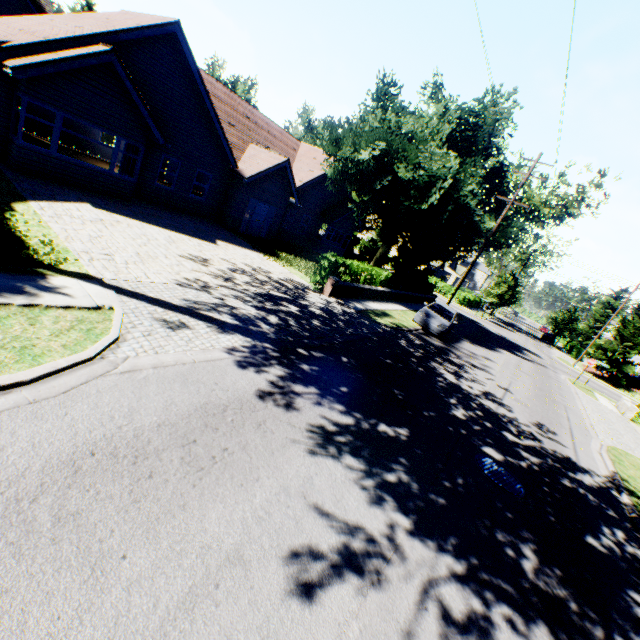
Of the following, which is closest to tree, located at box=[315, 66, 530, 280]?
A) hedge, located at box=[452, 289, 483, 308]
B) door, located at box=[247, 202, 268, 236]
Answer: hedge, located at box=[452, 289, 483, 308]

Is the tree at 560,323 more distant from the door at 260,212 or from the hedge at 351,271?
the door at 260,212

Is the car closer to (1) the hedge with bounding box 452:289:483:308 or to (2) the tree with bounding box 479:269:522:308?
(2) the tree with bounding box 479:269:522:308

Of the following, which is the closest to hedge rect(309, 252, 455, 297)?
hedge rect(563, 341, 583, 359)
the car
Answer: the car

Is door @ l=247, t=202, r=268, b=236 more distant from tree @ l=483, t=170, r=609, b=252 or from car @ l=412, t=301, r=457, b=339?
car @ l=412, t=301, r=457, b=339

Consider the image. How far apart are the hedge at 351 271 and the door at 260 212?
8.83m

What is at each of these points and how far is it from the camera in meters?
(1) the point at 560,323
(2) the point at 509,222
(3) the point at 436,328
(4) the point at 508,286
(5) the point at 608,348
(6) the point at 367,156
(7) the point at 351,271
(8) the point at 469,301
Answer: (1) tree, 51.2 m
(2) tree, 20.5 m
(3) car, 17.6 m
(4) tree, 48.2 m
(5) tree, 35.8 m
(6) tree, 17.9 m
(7) hedge, 16.9 m
(8) hedge, 45.3 m

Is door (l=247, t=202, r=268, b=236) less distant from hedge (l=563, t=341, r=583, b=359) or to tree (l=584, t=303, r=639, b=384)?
tree (l=584, t=303, r=639, b=384)
